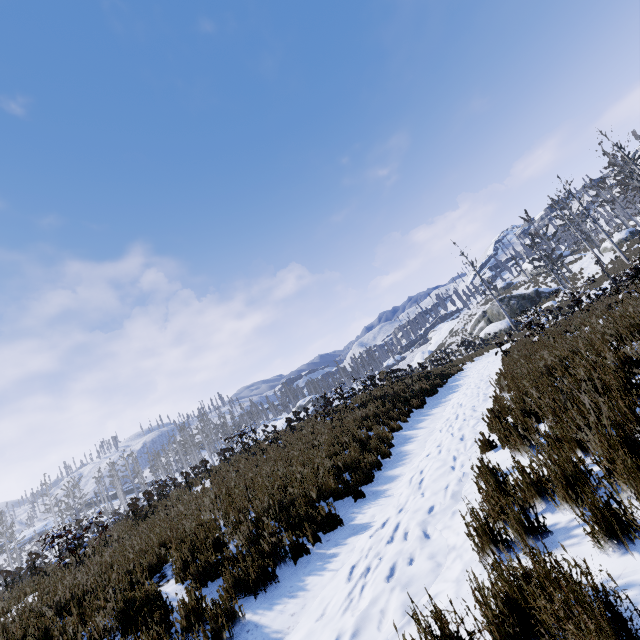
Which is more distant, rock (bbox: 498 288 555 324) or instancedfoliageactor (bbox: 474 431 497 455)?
rock (bbox: 498 288 555 324)

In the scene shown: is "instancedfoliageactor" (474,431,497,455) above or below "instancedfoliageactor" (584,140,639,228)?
below

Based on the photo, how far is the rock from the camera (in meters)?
35.47

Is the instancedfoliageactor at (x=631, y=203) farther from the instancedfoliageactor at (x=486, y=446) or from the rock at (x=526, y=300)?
the rock at (x=526, y=300)

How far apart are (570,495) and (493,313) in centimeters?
4056cm

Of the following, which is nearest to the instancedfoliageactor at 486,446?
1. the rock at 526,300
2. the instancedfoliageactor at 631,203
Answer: the instancedfoliageactor at 631,203

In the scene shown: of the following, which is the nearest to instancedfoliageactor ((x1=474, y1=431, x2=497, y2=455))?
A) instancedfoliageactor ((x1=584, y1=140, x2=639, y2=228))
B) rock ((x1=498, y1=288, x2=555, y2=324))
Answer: instancedfoliageactor ((x1=584, y1=140, x2=639, y2=228))

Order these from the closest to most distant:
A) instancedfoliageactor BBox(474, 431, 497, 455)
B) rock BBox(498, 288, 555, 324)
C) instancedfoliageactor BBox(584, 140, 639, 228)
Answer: instancedfoliageactor BBox(474, 431, 497, 455), instancedfoliageactor BBox(584, 140, 639, 228), rock BBox(498, 288, 555, 324)
